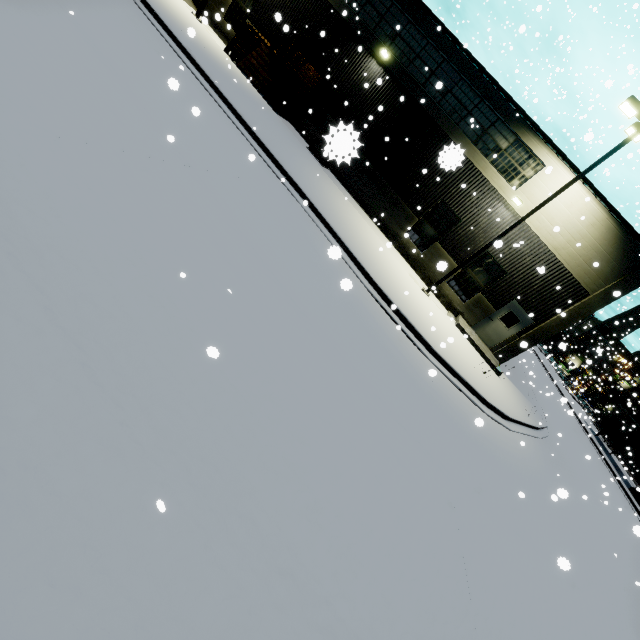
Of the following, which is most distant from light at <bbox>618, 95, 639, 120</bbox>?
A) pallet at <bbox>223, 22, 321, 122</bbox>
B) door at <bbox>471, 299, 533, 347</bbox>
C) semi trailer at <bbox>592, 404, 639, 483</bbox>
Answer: pallet at <bbox>223, 22, 321, 122</bbox>

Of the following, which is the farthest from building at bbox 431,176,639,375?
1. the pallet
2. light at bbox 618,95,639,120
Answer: light at bbox 618,95,639,120

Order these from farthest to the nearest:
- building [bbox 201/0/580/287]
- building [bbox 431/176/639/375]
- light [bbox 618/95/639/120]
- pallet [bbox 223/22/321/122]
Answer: pallet [bbox 223/22/321/122] → building [bbox 201/0/580/287] → building [bbox 431/176/639/375] → light [bbox 618/95/639/120]

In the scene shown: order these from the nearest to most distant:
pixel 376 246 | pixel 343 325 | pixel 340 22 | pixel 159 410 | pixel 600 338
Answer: pixel 159 410, pixel 343 325, pixel 376 246, pixel 340 22, pixel 600 338

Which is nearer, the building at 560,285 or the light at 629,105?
the light at 629,105

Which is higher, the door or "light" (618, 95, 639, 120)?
"light" (618, 95, 639, 120)

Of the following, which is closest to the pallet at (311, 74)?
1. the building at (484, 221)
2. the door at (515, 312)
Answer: the building at (484, 221)

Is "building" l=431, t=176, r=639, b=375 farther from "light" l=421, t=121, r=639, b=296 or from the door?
"light" l=421, t=121, r=639, b=296
